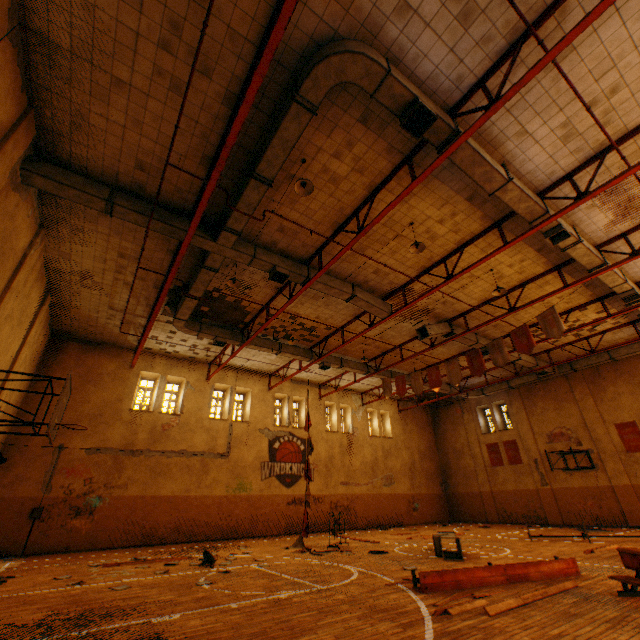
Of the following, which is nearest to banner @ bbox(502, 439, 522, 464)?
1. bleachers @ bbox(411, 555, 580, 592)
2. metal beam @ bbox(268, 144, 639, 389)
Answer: metal beam @ bbox(268, 144, 639, 389)

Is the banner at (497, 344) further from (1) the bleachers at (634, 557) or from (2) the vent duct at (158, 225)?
(1) the bleachers at (634, 557)

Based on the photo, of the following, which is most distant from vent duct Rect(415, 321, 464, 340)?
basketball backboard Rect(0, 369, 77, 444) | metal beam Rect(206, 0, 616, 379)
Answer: basketball backboard Rect(0, 369, 77, 444)

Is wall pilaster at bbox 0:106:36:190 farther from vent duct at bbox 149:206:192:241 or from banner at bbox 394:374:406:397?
banner at bbox 394:374:406:397

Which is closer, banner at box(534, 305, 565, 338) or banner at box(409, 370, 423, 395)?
banner at box(534, 305, 565, 338)

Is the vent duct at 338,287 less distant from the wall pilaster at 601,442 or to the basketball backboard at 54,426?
the wall pilaster at 601,442

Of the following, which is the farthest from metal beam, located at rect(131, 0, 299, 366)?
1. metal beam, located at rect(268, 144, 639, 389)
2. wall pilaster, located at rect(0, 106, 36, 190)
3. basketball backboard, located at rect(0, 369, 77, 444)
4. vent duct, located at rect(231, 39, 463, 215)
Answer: metal beam, located at rect(268, 144, 639, 389)

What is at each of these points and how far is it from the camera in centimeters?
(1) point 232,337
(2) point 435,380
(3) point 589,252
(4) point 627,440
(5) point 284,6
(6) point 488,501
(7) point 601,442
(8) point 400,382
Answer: (1) vent duct, 1523cm
(2) banner, 1516cm
(3) vent duct, 1030cm
(4) banner, 1784cm
(5) metal beam, 482cm
(6) wall pilaster, 2292cm
(7) wall pilaster, 1867cm
(8) banner, 1695cm
